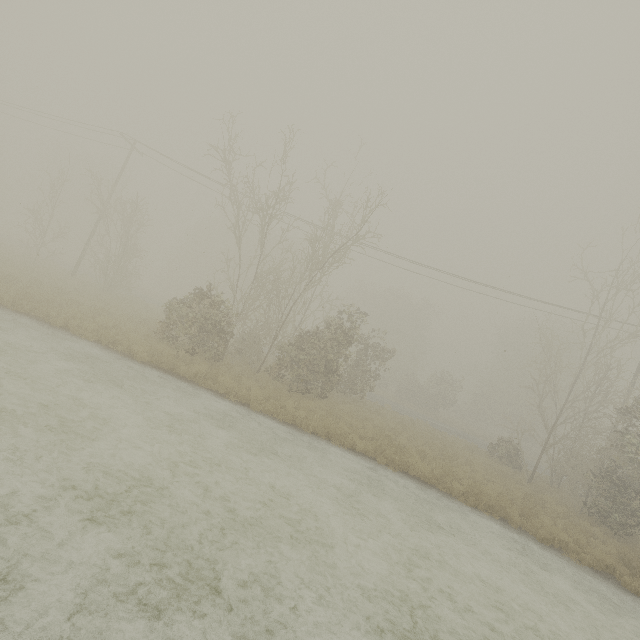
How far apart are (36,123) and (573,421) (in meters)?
45.69
